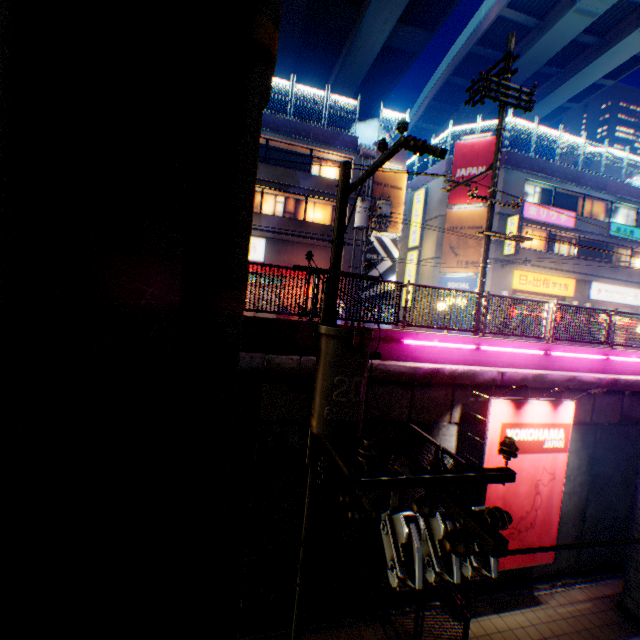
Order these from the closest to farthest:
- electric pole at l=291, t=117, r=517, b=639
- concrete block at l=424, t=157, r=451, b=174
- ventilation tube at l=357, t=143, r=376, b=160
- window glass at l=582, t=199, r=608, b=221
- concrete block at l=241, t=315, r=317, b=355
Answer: electric pole at l=291, t=117, r=517, b=639 < concrete block at l=241, t=315, r=317, b=355 < ventilation tube at l=357, t=143, r=376, b=160 < concrete block at l=424, t=157, r=451, b=174 < window glass at l=582, t=199, r=608, b=221

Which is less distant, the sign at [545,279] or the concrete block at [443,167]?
the sign at [545,279]

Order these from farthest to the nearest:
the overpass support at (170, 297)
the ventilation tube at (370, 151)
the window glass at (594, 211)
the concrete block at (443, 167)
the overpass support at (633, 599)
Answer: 1. the window glass at (594, 211)
2. the concrete block at (443, 167)
3. the ventilation tube at (370, 151)
4. the overpass support at (633, 599)
5. the overpass support at (170, 297)

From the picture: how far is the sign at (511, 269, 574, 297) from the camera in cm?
2202

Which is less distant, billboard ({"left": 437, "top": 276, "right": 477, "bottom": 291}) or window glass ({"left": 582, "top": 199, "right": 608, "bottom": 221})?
billboard ({"left": 437, "top": 276, "right": 477, "bottom": 291})

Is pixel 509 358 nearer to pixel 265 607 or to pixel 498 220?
pixel 265 607

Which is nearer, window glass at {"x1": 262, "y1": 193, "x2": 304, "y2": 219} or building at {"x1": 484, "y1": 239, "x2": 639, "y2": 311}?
window glass at {"x1": 262, "y1": 193, "x2": 304, "y2": 219}

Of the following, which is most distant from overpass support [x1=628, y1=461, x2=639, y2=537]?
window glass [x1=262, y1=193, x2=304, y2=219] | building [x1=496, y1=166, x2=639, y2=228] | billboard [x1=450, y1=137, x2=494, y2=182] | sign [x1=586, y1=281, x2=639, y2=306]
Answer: window glass [x1=262, y1=193, x2=304, y2=219]
